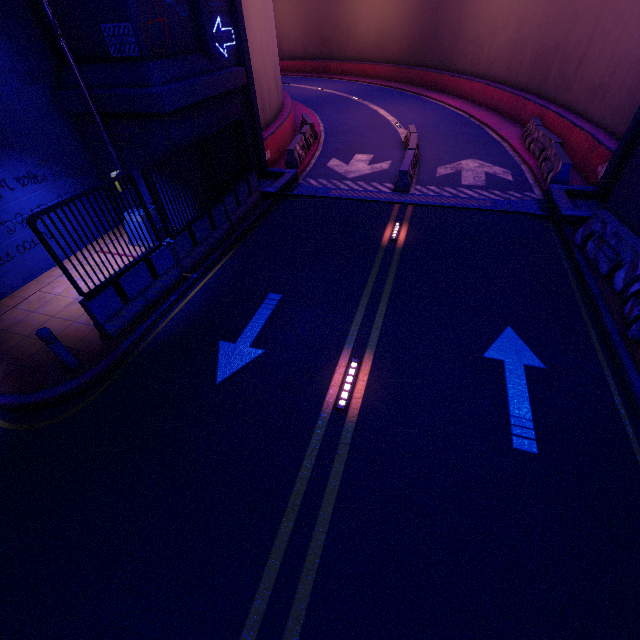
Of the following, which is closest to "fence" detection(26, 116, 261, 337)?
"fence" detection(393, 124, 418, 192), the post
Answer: the post

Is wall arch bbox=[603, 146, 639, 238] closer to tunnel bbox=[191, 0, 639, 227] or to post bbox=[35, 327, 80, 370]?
tunnel bbox=[191, 0, 639, 227]

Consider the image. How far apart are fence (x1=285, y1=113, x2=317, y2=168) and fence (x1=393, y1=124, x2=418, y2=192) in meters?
4.6

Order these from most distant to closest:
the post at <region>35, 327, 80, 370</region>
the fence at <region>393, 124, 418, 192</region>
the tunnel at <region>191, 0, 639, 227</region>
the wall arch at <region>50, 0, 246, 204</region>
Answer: the fence at <region>393, 124, 418, 192</region>, the tunnel at <region>191, 0, 639, 227</region>, the wall arch at <region>50, 0, 246, 204</region>, the post at <region>35, 327, 80, 370</region>

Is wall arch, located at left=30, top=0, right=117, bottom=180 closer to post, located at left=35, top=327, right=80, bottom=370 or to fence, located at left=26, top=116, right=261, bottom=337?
fence, located at left=26, top=116, right=261, bottom=337

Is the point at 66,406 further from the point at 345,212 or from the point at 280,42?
the point at 280,42

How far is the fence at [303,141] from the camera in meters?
14.6

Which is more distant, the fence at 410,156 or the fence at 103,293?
the fence at 410,156
